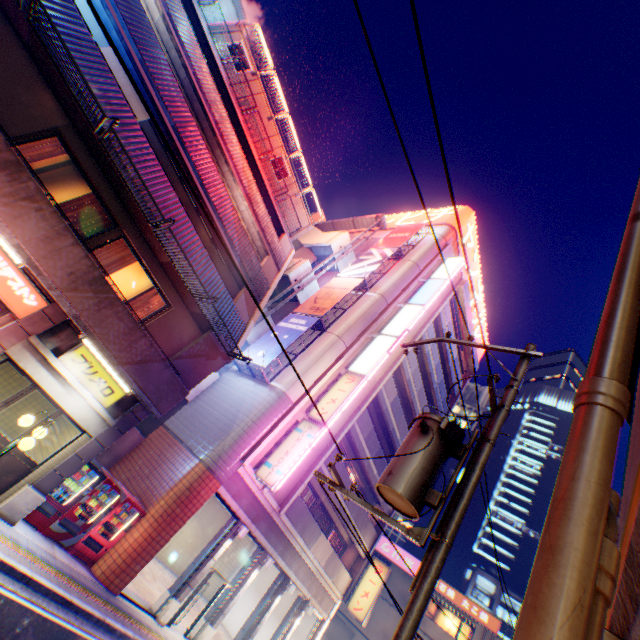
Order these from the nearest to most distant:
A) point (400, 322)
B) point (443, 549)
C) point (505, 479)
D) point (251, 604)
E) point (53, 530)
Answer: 1. point (443, 549)
2. point (53, 530)
3. point (400, 322)
4. point (251, 604)
5. point (505, 479)

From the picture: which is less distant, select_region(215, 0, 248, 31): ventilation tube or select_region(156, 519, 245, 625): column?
select_region(156, 519, 245, 625): column

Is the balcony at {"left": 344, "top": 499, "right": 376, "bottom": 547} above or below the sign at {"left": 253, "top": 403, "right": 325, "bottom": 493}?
above

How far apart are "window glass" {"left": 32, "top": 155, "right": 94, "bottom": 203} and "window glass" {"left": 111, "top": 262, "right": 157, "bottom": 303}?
1.4m

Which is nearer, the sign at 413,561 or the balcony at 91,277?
the balcony at 91,277

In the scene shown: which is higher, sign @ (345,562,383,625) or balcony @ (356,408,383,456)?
balcony @ (356,408,383,456)

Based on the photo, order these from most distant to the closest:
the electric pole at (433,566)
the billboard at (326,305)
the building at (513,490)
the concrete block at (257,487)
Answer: the building at (513,490) < the billboard at (326,305) < the concrete block at (257,487) < the electric pole at (433,566)

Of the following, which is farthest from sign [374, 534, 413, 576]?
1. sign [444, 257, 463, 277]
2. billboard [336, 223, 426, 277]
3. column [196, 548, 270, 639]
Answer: billboard [336, 223, 426, 277]
